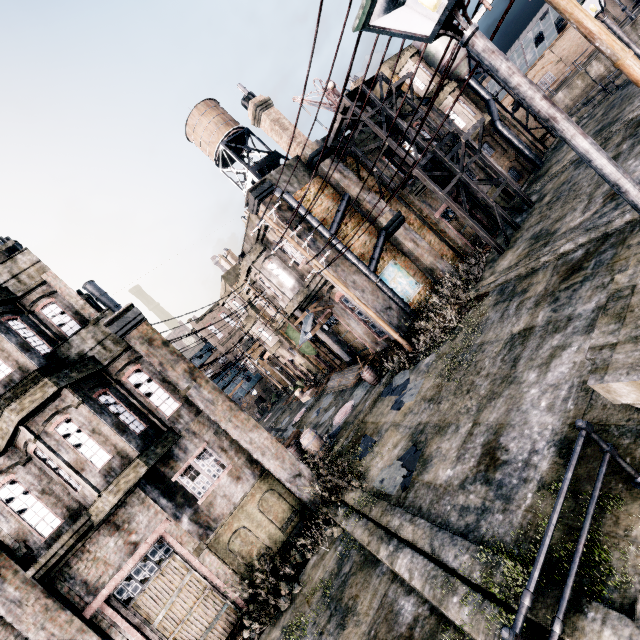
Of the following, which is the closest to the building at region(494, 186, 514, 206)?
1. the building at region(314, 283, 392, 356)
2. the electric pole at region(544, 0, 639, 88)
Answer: the building at region(314, 283, 392, 356)

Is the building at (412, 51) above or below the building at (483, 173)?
above

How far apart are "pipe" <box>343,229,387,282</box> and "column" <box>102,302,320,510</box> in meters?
9.4

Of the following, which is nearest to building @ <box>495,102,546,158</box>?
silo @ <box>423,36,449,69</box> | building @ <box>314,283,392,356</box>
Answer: silo @ <box>423,36,449,69</box>

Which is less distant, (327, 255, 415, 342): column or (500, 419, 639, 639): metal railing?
(500, 419, 639, 639): metal railing

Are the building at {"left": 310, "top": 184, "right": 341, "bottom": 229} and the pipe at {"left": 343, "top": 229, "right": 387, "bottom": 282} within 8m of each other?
yes

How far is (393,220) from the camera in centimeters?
1872cm

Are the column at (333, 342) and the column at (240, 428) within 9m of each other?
no
